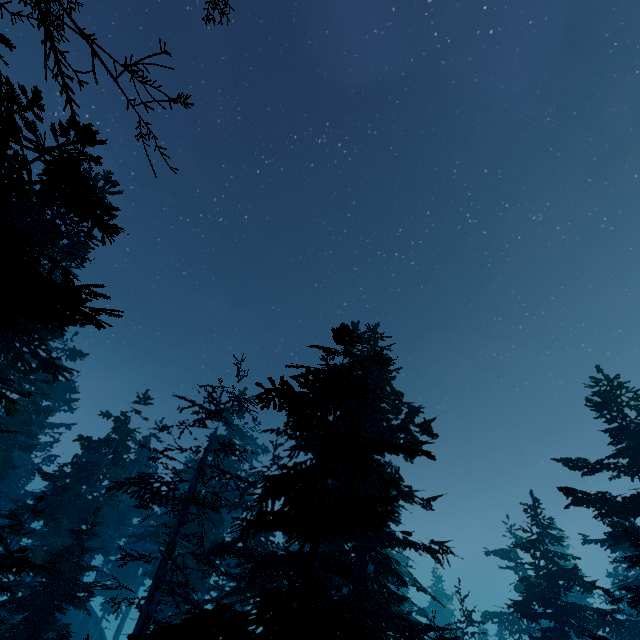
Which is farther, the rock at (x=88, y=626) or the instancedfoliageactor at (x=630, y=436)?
the rock at (x=88, y=626)

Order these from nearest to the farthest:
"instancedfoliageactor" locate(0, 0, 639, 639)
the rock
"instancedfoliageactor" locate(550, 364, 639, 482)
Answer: "instancedfoliageactor" locate(0, 0, 639, 639) < "instancedfoliageactor" locate(550, 364, 639, 482) < the rock

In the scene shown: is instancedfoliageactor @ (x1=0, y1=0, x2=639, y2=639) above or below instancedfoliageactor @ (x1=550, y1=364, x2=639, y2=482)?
below

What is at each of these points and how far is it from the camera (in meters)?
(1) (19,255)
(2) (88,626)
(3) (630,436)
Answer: (1) instancedfoliageactor, 5.12
(2) rock, 38.31
(3) instancedfoliageactor, 17.16

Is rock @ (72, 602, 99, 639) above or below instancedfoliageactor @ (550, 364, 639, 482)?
below

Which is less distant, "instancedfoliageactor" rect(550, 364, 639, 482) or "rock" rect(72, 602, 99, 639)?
"instancedfoliageactor" rect(550, 364, 639, 482)

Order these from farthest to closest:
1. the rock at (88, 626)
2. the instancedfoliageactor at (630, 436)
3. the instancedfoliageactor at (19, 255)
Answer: the rock at (88, 626), the instancedfoliageactor at (630, 436), the instancedfoliageactor at (19, 255)
